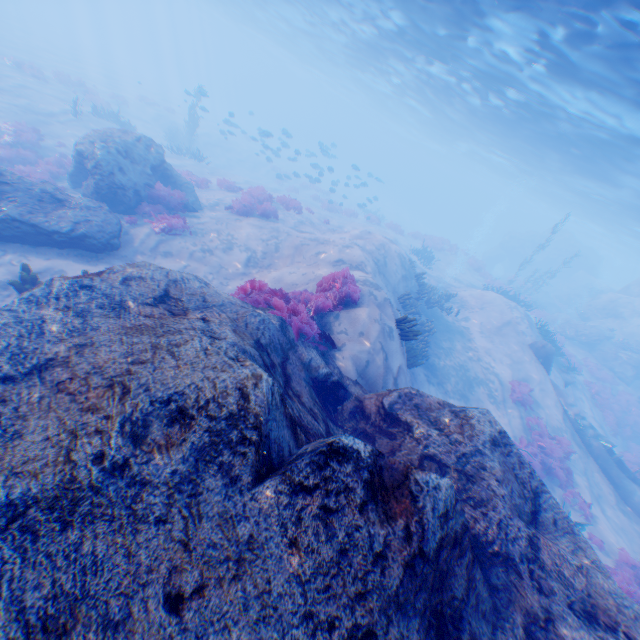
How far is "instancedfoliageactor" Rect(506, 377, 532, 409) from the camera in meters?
14.6

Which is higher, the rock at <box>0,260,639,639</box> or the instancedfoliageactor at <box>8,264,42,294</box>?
the rock at <box>0,260,639,639</box>

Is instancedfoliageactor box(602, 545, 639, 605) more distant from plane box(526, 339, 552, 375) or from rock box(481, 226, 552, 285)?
rock box(481, 226, 552, 285)

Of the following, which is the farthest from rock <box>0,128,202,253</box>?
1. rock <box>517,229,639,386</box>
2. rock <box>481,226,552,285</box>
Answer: rock <box>481,226,552,285</box>

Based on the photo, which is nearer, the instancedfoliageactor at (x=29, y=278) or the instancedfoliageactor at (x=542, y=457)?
the instancedfoliageactor at (x=29, y=278)

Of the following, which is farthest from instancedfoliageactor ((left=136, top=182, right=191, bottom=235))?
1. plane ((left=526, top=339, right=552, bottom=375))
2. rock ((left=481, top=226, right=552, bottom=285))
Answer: rock ((left=481, top=226, right=552, bottom=285))

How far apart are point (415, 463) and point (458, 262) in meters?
31.9

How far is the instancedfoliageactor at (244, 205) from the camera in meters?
15.8 m
